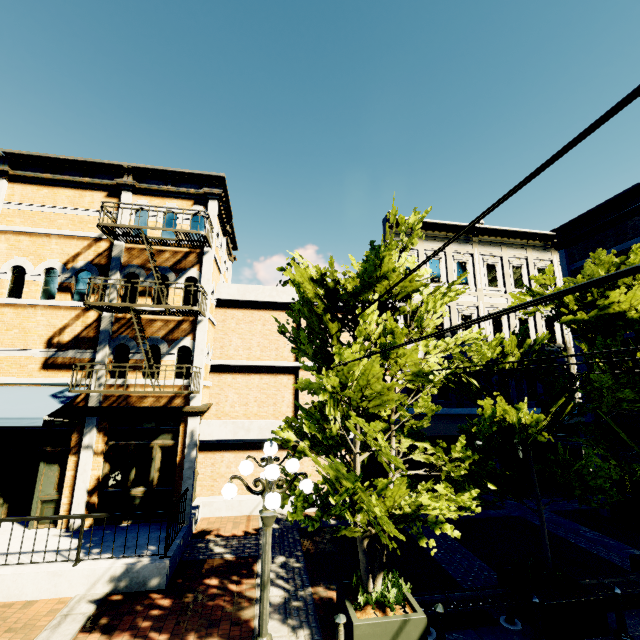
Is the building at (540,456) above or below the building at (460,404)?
below

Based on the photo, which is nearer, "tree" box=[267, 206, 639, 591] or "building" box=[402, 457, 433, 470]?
"tree" box=[267, 206, 639, 591]

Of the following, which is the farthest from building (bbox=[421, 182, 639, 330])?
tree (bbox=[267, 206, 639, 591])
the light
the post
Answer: the light

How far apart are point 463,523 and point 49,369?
14.9 meters

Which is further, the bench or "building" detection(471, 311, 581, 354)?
"building" detection(471, 311, 581, 354)

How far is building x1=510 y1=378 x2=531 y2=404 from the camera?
16.30m

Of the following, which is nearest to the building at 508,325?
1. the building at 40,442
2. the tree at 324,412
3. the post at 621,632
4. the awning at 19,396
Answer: the tree at 324,412

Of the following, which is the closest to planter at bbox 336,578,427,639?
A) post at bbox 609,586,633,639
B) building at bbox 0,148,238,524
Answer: post at bbox 609,586,633,639
